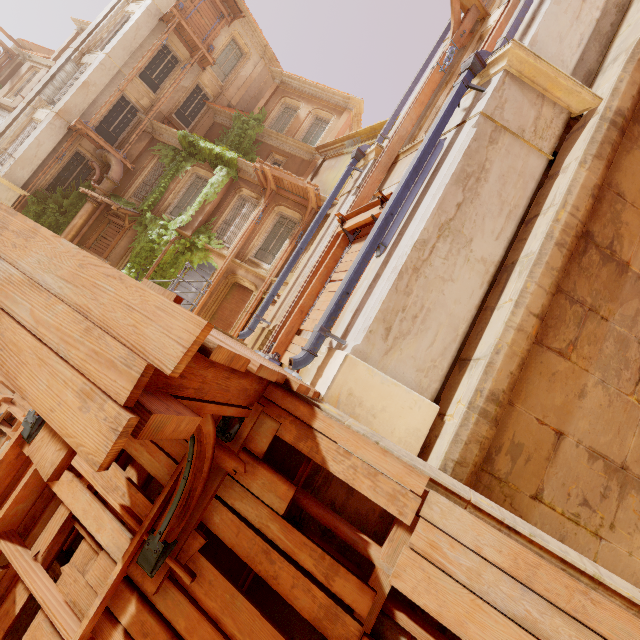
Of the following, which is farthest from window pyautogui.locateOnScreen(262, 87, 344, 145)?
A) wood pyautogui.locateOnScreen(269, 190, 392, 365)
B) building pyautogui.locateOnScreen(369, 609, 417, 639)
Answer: building pyautogui.locateOnScreen(369, 609, 417, 639)

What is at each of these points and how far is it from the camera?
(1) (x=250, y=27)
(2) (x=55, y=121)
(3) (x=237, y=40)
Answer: (1) trim, 19.81m
(2) column, 14.96m
(3) window, 19.92m

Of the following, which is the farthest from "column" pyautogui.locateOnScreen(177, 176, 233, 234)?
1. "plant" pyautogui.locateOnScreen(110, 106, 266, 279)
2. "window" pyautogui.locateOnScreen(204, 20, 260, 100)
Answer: "window" pyautogui.locateOnScreen(204, 20, 260, 100)

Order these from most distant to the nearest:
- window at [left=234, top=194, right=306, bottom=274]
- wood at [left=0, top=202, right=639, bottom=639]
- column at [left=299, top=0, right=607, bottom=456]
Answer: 1. window at [left=234, top=194, right=306, bottom=274]
2. column at [left=299, top=0, right=607, bottom=456]
3. wood at [left=0, top=202, right=639, bottom=639]

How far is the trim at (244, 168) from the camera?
15.4m

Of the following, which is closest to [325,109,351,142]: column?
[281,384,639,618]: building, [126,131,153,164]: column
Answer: [126,131,153,164]: column

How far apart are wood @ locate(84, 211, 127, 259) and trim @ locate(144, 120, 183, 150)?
4.7 meters

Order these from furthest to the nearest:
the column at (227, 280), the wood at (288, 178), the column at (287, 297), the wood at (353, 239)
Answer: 1. the column at (227, 280)
2. the wood at (288, 178)
3. the column at (287, 297)
4. the wood at (353, 239)
